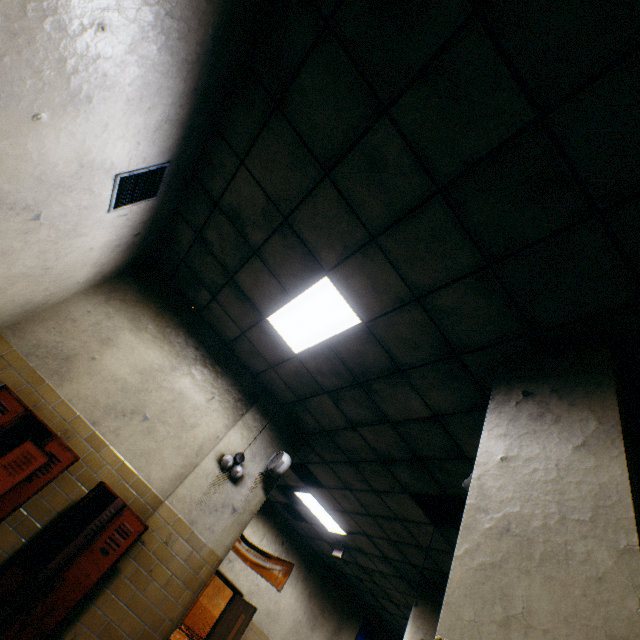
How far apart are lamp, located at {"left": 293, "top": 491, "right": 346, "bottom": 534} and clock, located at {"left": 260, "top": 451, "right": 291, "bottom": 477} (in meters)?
2.28

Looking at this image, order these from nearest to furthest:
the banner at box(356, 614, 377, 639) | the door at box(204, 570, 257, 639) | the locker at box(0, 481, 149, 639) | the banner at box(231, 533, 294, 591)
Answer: the locker at box(0, 481, 149, 639)
the door at box(204, 570, 257, 639)
the banner at box(231, 533, 294, 591)
the banner at box(356, 614, 377, 639)

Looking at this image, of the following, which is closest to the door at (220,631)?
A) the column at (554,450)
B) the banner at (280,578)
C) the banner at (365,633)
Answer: the banner at (280,578)

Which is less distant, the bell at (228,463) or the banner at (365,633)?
the bell at (228,463)

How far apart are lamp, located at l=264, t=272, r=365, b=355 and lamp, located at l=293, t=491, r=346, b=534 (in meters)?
3.96

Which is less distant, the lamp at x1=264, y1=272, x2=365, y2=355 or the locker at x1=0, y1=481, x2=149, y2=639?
the locker at x1=0, y1=481, x2=149, y2=639

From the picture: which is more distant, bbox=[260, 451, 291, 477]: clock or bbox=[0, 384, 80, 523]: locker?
bbox=[260, 451, 291, 477]: clock

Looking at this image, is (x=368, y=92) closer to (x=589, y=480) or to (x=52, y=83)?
(x=52, y=83)
